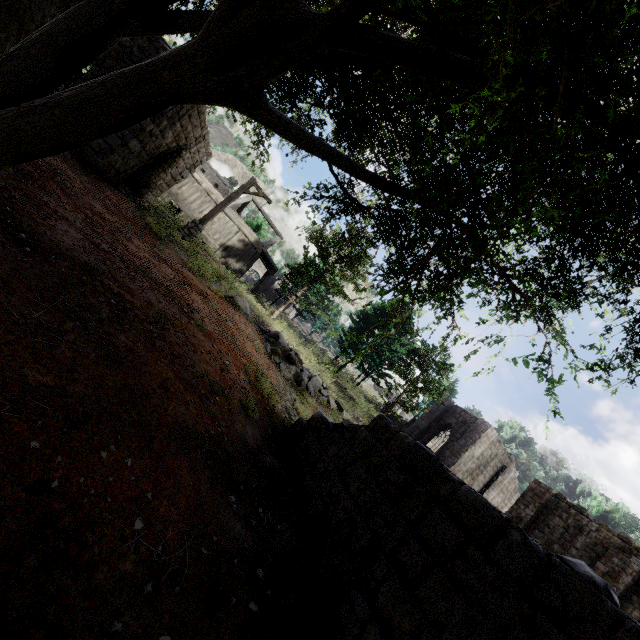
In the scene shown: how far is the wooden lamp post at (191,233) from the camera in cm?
1508

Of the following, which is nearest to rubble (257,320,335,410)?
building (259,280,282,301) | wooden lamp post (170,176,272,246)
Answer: wooden lamp post (170,176,272,246)

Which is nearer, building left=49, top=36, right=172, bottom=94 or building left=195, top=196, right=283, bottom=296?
building left=49, top=36, right=172, bottom=94

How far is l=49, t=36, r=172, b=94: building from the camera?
10.1 meters

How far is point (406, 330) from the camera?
31.1m

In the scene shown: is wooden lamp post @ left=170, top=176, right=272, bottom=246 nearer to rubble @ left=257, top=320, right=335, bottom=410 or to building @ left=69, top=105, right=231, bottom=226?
building @ left=69, top=105, right=231, bottom=226

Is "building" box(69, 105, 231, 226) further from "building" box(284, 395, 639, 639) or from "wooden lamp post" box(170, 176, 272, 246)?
"building" box(284, 395, 639, 639)

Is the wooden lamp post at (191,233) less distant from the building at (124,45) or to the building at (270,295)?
the building at (124,45)
